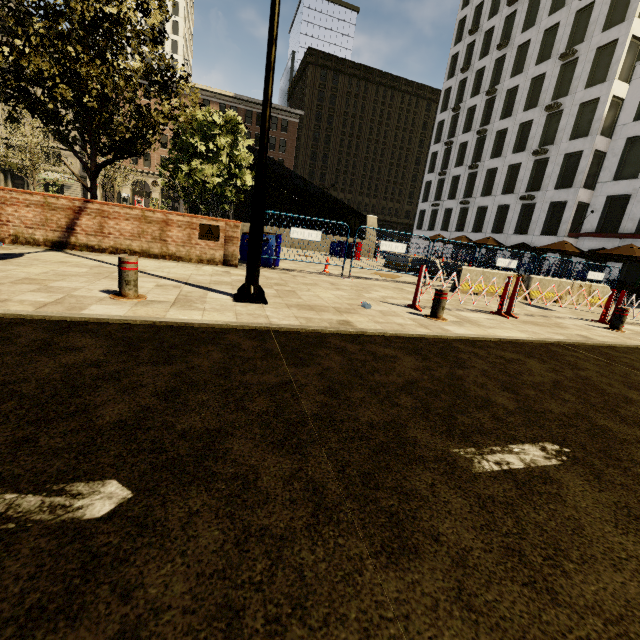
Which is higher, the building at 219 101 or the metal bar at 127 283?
the building at 219 101

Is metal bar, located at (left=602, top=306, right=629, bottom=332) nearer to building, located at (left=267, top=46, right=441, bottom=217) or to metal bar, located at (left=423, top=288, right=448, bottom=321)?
metal bar, located at (left=423, top=288, right=448, bottom=321)

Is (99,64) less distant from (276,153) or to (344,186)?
(276,153)

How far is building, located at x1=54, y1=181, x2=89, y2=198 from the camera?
46.4m

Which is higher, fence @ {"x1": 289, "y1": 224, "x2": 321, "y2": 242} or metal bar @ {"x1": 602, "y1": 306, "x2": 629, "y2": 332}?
fence @ {"x1": 289, "y1": 224, "x2": 321, "y2": 242}

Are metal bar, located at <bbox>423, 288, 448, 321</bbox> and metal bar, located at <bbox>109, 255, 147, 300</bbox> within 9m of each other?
yes

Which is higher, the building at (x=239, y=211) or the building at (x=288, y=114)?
the building at (x=288, y=114)

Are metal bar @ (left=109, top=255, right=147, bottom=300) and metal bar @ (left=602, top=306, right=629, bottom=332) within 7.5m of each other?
no
